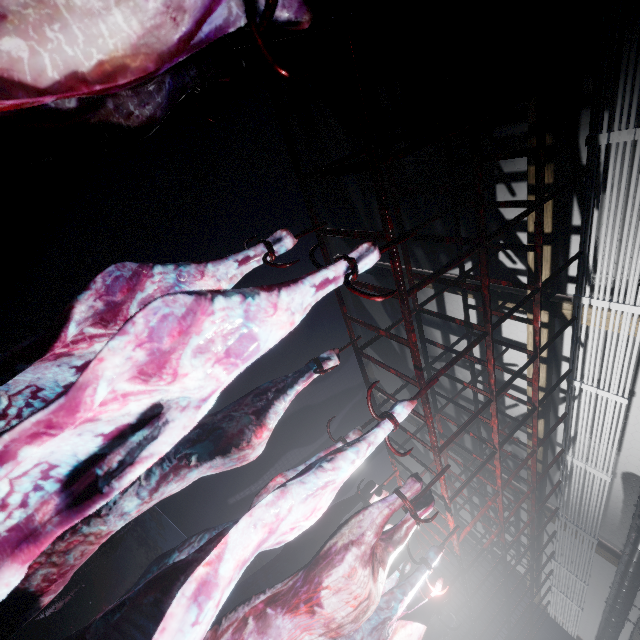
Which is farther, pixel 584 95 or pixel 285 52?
pixel 285 52

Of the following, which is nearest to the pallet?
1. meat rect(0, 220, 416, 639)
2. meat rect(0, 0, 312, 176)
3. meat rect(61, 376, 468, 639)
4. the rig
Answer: the rig

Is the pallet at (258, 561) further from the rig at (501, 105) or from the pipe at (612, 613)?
the pipe at (612, 613)

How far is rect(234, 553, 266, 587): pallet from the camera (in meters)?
4.56

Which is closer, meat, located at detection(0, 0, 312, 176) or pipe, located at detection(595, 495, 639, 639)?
meat, located at detection(0, 0, 312, 176)

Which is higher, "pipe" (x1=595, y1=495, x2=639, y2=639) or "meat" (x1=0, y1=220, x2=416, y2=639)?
"pipe" (x1=595, y1=495, x2=639, y2=639)

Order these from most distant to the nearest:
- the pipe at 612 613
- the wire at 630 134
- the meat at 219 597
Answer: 1. the pipe at 612 613
2. the wire at 630 134
3. the meat at 219 597

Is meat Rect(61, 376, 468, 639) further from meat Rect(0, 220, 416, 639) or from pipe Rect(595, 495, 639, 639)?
pipe Rect(595, 495, 639, 639)
